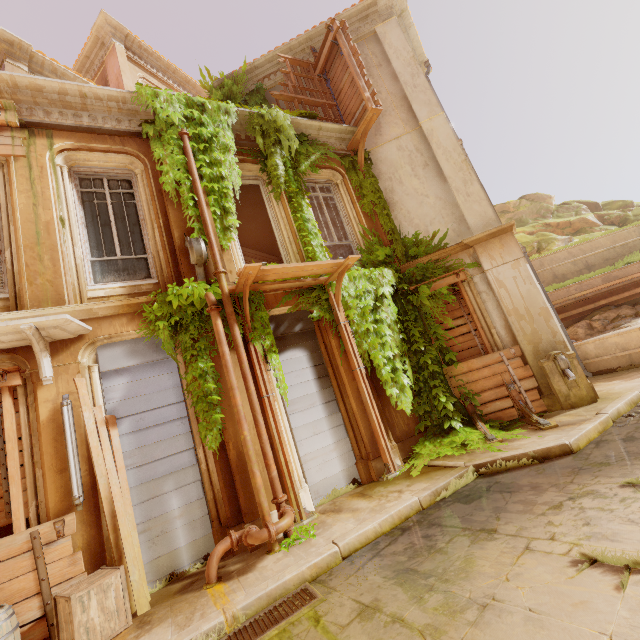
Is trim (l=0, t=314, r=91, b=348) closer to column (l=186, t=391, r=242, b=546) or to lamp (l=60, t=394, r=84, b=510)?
column (l=186, t=391, r=242, b=546)

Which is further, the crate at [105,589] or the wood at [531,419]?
the wood at [531,419]

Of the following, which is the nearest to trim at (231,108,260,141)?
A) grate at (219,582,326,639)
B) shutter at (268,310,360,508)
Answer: shutter at (268,310,360,508)

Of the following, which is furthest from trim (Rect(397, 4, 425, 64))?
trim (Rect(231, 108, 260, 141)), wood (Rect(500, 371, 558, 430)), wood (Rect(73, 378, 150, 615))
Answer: wood (Rect(73, 378, 150, 615))

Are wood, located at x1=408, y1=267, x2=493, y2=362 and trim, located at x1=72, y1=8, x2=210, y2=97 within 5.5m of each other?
no

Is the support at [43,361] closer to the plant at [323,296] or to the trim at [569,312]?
the plant at [323,296]

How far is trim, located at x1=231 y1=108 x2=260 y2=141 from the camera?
7.80m

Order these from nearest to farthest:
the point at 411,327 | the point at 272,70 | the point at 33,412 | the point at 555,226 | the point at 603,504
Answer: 1. the point at 603,504
2. the point at 33,412
3. the point at 411,327
4. the point at 272,70
5. the point at 555,226
